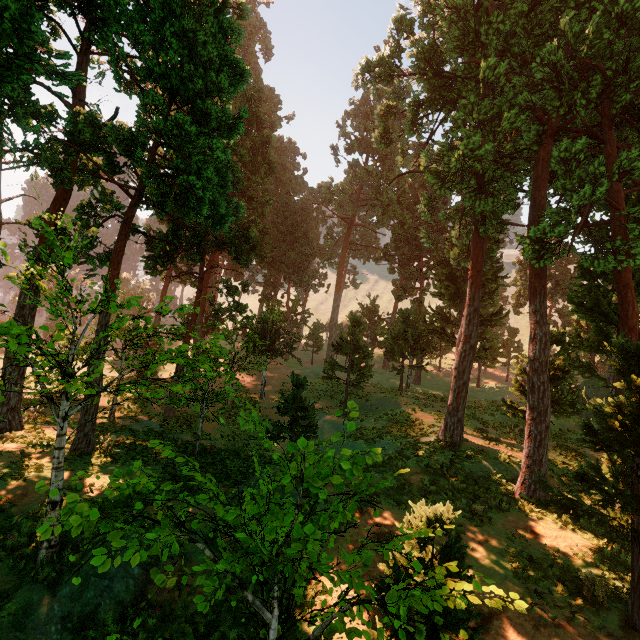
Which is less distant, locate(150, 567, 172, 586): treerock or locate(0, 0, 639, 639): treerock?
locate(150, 567, 172, 586): treerock

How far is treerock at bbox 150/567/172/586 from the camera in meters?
2.1

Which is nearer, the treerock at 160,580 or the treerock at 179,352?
the treerock at 160,580

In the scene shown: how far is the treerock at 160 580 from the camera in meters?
2.1 m

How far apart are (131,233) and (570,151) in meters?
19.1 m
